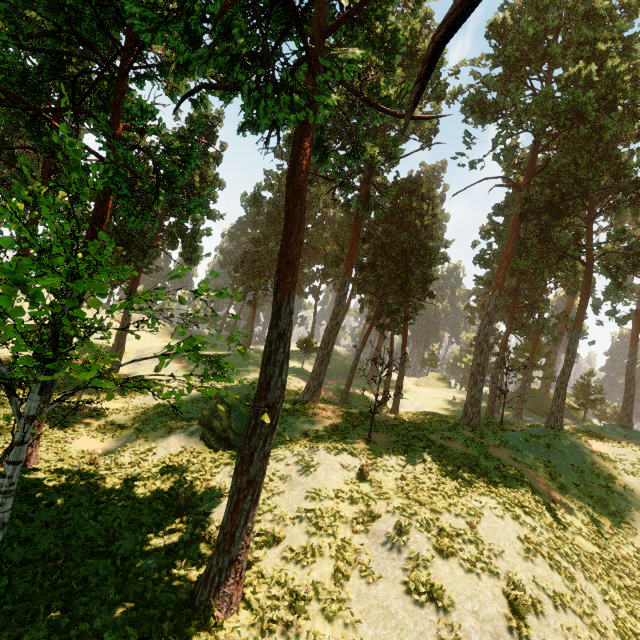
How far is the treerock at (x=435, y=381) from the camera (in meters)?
57.97

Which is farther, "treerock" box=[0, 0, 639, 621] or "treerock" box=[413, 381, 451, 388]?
"treerock" box=[413, 381, 451, 388]

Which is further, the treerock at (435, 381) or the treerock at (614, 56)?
the treerock at (435, 381)

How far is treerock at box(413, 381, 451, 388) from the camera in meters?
58.0

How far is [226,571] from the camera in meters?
8.8 m
